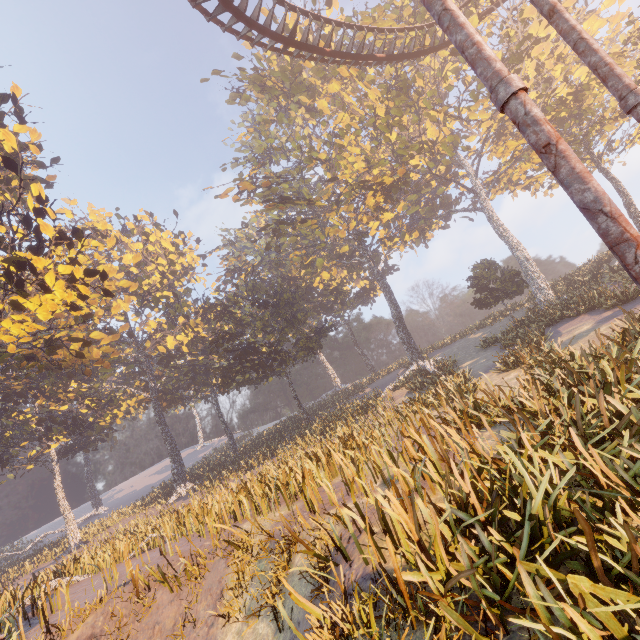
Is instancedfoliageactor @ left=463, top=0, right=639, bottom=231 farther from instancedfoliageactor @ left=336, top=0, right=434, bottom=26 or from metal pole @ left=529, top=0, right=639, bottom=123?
metal pole @ left=529, top=0, right=639, bottom=123

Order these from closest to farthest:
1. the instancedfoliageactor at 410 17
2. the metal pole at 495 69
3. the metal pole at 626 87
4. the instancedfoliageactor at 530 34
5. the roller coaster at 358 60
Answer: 1. the metal pole at 495 69
2. the metal pole at 626 87
3. the roller coaster at 358 60
4. the instancedfoliageactor at 530 34
5. the instancedfoliageactor at 410 17

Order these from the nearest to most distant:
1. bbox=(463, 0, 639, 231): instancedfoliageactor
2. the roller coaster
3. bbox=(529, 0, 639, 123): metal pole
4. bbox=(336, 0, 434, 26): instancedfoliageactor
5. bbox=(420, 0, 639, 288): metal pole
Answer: bbox=(420, 0, 639, 288): metal pole
bbox=(529, 0, 639, 123): metal pole
the roller coaster
bbox=(463, 0, 639, 231): instancedfoliageactor
bbox=(336, 0, 434, 26): instancedfoliageactor

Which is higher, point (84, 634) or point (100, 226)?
point (100, 226)

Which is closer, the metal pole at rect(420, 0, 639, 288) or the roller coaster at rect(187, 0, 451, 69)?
the metal pole at rect(420, 0, 639, 288)

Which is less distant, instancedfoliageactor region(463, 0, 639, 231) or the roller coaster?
the roller coaster

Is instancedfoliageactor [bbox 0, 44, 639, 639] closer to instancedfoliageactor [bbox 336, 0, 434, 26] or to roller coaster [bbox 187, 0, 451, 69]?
roller coaster [bbox 187, 0, 451, 69]

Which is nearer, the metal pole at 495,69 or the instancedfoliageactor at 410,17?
the metal pole at 495,69
